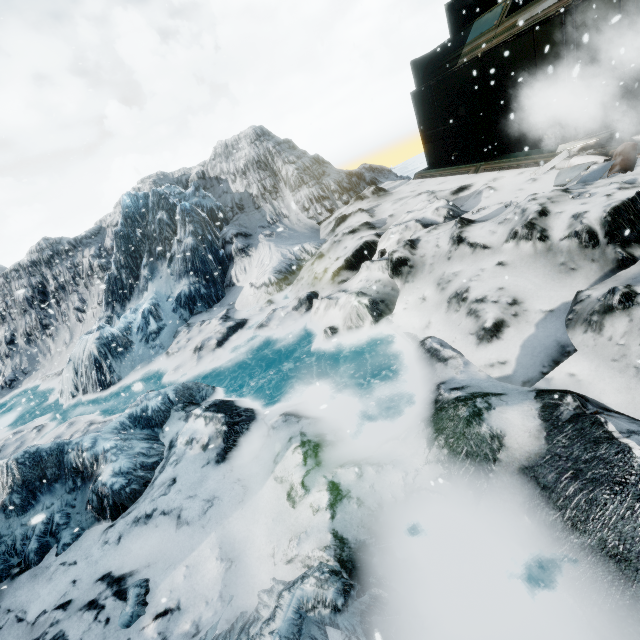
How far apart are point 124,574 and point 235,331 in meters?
6.0 m
